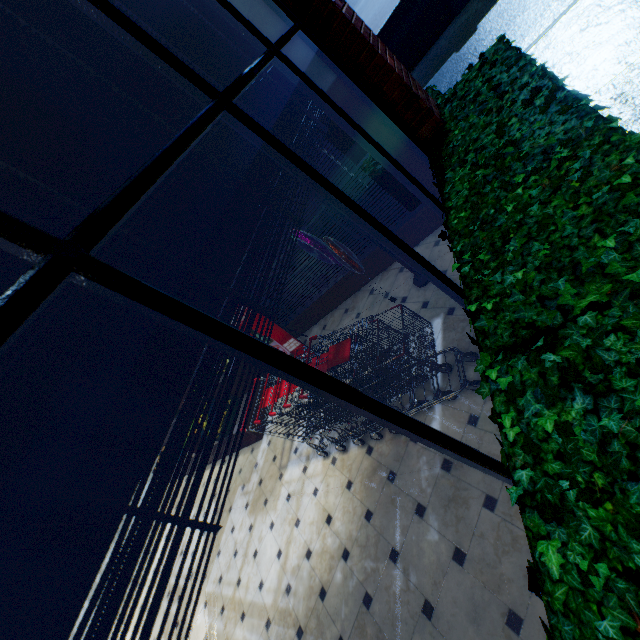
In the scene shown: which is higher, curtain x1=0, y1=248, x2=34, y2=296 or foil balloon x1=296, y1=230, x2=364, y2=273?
curtain x1=0, y1=248, x2=34, y2=296

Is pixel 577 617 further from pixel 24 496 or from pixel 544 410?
pixel 24 496

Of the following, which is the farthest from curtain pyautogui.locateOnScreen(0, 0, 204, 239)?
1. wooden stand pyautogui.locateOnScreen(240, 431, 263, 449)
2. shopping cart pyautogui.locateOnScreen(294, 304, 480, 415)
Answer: wooden stand pyautogui.locateOnScreen(240, 431, 263, 449)

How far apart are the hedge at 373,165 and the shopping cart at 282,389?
2.4m

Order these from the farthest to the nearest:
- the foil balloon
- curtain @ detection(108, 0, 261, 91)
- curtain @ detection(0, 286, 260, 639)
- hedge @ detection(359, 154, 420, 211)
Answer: hedge @ detection(359, 154, 420, 211) → the foil balloon → curtain @ detection(108, 0, 261, 91) → curtain @ detection(0, 286, 260, 639)

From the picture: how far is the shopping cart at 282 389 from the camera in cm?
307

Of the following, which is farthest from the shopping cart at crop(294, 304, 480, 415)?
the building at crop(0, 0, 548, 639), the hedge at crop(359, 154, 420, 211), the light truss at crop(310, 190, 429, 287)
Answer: the hedge at crop(359, 154, 420, 211)

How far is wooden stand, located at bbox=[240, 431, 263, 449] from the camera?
5.8m
